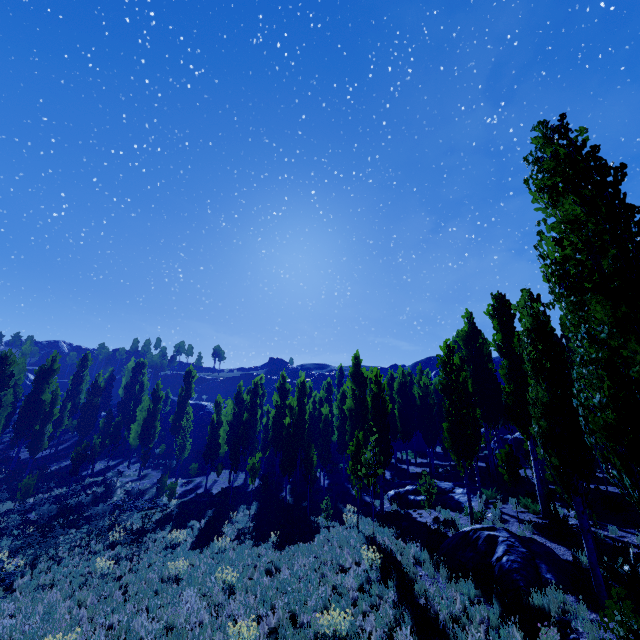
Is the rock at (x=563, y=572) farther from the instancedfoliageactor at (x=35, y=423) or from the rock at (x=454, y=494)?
the rock at (x=454, y=494)

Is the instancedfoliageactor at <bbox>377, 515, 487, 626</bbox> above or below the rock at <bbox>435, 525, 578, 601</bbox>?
below

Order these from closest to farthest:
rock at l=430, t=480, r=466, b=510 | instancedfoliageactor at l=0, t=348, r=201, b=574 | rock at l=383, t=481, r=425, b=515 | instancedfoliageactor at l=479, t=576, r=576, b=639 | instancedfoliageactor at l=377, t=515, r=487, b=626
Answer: instancedfoliageactor at l=479, t=576, r=576, b=639 < instancedfoliageactor at l=377, t=515, r=487, b=626 < rock at l=430, t=480, r=466, b=510 < rock at l=383, t=481, r=425, b=515 < instancedfoliageactor at l=0, t=348, r=201, b=574

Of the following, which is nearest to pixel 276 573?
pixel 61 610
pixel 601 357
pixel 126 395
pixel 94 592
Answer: pixel 94 592

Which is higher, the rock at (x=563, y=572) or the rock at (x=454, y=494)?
the rock at (x=454, y=494)

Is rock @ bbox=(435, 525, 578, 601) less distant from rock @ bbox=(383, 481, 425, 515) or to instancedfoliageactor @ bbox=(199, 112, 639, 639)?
instancedfoliageactor @ bbox=(199, 112, 639, 639)

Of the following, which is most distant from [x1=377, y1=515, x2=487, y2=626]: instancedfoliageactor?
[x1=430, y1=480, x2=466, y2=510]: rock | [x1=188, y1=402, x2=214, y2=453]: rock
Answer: [x1=188, y1=402, x2=214, y2=453]: rock
